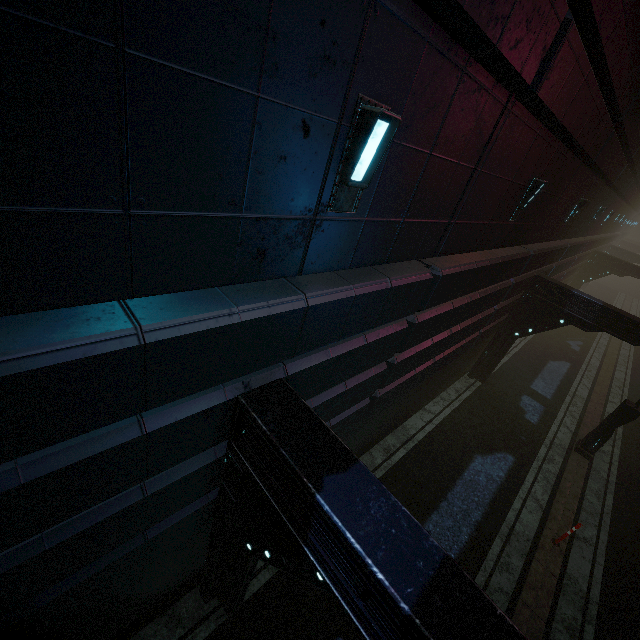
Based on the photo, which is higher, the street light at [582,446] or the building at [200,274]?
the building at [200,274]

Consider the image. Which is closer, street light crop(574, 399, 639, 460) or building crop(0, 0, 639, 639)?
building crop(0, 0, 639, 639)

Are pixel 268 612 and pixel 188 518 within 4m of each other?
yes

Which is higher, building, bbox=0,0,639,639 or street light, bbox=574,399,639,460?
building, bbox=0,0,639,639

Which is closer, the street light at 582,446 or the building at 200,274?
the building at 200,274
